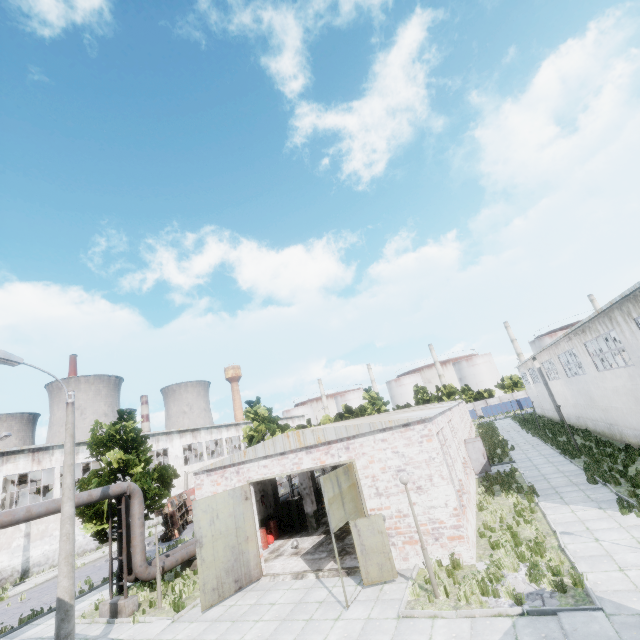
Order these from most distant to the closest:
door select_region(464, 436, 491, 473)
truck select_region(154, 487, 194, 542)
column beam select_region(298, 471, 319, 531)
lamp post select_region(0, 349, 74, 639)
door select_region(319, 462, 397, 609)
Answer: truck select_region(154, 487, 194, 542)
door select_region(464, 436, 491, 473)
column beam select_region(298, 471, 319, 531)
door select_region(319, 462, 397, 609)
lamp post select_region(0, 349, 74, 639)

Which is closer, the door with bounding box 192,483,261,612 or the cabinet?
the door with bounding box 192,483,261,612

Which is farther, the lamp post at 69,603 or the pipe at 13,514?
the pipe at 13,514

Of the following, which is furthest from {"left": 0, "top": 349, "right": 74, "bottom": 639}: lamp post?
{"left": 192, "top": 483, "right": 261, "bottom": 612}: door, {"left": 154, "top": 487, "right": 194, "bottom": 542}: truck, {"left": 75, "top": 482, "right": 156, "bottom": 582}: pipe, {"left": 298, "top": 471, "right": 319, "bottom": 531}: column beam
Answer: {"left": 154, "top": 487, "right": 194, "bottom": 542}: truck

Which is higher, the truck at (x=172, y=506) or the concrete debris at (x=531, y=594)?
the truck at (x=172, y=506)

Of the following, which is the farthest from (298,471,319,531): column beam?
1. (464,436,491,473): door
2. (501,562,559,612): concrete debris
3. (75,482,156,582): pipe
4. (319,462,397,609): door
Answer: (464,436,491,473): door

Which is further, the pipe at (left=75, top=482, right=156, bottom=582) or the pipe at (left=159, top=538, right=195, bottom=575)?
the pipe at (left=159, top=538, right=195, bottom=575)

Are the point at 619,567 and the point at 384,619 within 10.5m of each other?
yes
